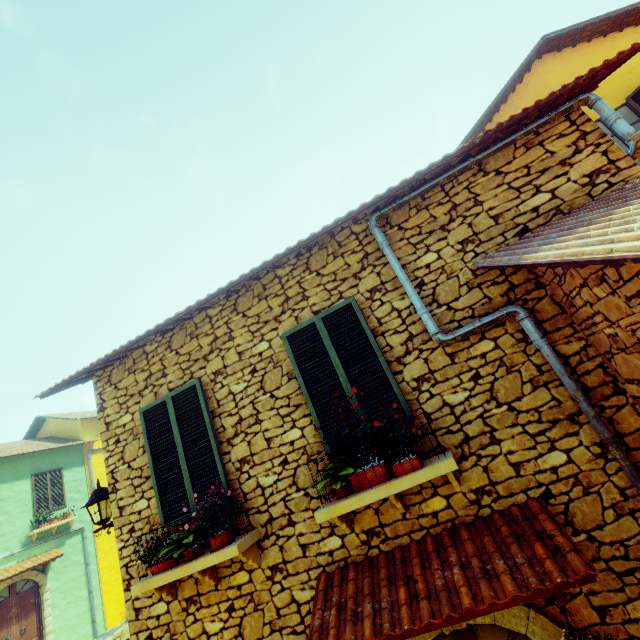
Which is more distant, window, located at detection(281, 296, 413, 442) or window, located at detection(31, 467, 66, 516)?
window, located at detection(31, 467, 66, 516)

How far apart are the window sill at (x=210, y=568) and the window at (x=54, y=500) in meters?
13.5 m

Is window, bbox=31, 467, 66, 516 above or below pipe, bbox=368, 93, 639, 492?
above

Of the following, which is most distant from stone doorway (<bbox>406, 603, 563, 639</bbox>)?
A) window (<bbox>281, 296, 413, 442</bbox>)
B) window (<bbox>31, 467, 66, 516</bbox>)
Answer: window (<bbox>31, 467, 66, 516</bbox>)

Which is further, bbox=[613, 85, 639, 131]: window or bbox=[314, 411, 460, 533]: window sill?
bbox=[613, 85, 639, 131]: window

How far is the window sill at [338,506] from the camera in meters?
3.0 m

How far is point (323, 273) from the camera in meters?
4.4 m

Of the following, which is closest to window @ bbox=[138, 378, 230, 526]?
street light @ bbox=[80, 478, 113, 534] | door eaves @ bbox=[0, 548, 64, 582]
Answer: street light @ bbox=[80, 478, 113, 534]
